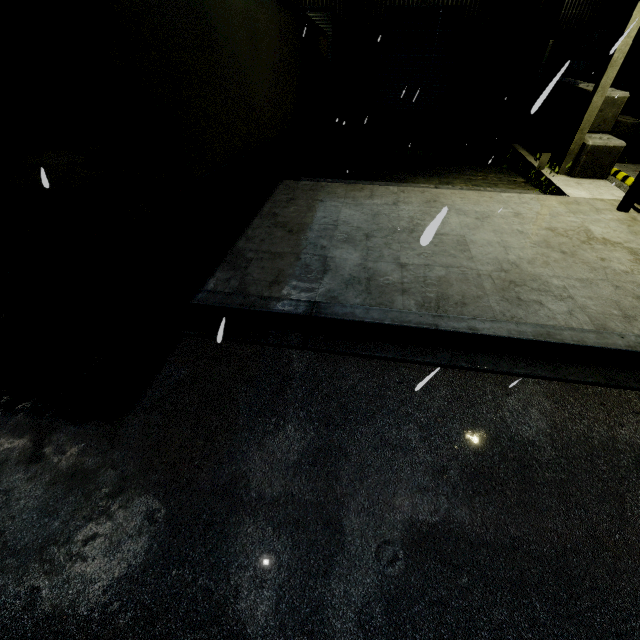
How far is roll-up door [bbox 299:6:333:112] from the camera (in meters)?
12.57

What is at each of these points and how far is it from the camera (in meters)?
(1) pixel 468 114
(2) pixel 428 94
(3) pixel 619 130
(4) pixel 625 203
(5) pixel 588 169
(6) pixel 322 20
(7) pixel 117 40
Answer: (1) building, 13.89
(2) roll-up door, 13.83
(3) forklift, 9.74
(4) light, 6.90
(5) concrete block, 9.20
(6) roll-up door, 12.83
(7) semi trailer, 2.93

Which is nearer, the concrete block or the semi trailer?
the semi trailer

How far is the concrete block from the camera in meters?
8.8 m

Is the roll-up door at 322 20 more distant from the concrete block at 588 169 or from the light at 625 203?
the light at 625 203

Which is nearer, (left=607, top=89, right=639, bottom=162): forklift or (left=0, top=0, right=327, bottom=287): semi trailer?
(left=0, top=0, right=327, bottom=287): semi trailer

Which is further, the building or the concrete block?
the building

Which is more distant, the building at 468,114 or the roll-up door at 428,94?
the roll-up door at 428,94
